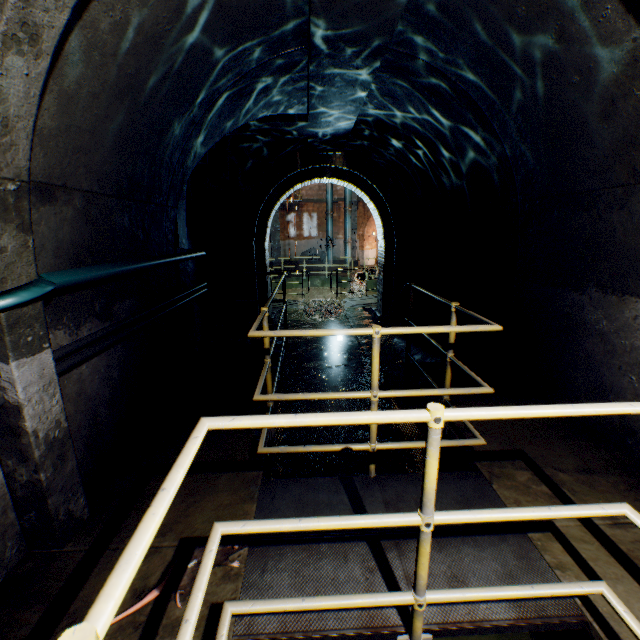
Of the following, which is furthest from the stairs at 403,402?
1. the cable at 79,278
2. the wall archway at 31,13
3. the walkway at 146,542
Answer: the cable at 79,278

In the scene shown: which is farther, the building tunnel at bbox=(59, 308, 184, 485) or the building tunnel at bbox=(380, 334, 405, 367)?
the building tunnel at bbox=(380, 334, 405, 367)

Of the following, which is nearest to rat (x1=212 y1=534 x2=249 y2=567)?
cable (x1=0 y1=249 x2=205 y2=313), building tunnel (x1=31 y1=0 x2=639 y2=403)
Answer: building tunnel (x1=31 y1=0 x2=639 y2=403)

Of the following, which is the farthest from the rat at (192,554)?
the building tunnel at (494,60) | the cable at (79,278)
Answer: the cable at (79,278)

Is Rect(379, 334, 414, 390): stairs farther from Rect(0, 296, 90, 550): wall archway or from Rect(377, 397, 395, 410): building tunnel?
Rect(0, 296, 90, 550): wall archway

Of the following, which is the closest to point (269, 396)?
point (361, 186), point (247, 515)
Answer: point (247, 515)

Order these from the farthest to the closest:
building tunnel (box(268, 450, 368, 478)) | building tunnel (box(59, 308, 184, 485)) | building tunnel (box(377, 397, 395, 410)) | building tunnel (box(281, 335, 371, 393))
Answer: building tunnel (box(281, 335, 371, 393)), building tunnel (box(377, 397, 395, 410)), building tunnel (box(268, 450, 368, 478)), building tunnel (box(59, 308, 184, 485))

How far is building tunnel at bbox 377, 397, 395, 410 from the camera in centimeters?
529cm
